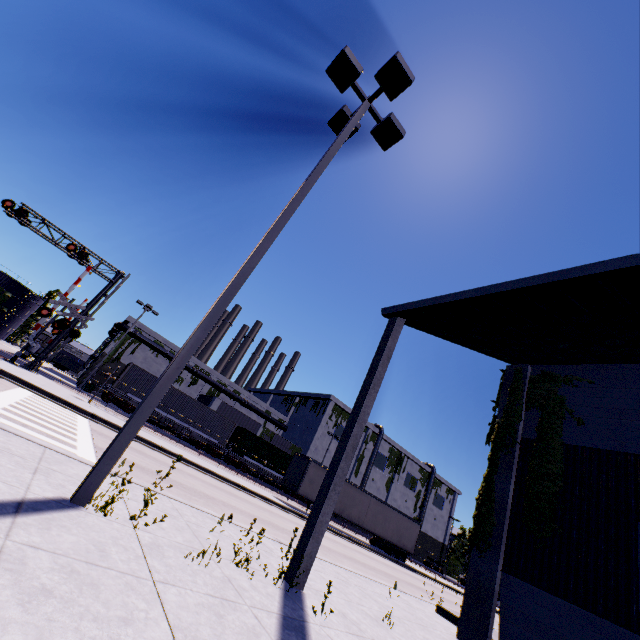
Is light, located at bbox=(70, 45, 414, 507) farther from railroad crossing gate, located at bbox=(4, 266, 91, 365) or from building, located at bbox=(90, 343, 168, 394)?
railroad crossing gate, located at bbox=(4, 266, 91, 365)

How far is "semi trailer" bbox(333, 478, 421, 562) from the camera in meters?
27.4 m

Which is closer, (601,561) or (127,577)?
(127,577)

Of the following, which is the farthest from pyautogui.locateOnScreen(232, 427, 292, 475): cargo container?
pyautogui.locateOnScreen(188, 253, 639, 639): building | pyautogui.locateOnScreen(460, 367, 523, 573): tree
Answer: pyautogui.locateOnScreen(460, 367, 523, 573): tree

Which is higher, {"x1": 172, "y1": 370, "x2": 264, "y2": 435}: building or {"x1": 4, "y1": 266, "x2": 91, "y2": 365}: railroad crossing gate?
{"x1": 172, "y1": 370, "x2": 264, "y2": 435}: building

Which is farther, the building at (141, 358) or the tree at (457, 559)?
the tree at (457, 559)

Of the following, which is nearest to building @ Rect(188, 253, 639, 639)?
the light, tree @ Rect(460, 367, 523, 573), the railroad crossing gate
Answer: tree @ Rect(460, 367, 523, 573)

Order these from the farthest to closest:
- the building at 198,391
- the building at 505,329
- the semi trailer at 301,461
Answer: the building at 198,391 < the semi trailer at 301,461 < the building at 505,329
